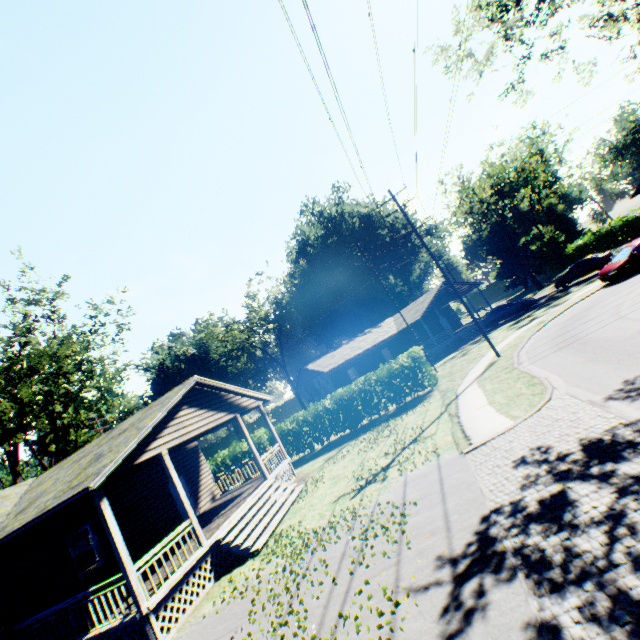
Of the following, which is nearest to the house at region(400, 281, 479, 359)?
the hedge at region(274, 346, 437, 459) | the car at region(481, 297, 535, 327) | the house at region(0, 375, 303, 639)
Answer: the car at region(481, 297, 535, 327)

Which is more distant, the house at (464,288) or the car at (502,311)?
the house at (464,288)

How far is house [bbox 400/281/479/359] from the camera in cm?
3325

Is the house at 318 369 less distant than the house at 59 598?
No

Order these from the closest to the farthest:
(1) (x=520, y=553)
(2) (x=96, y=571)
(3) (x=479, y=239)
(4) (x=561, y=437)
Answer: (1) (x=520, y=553) → (4) (x=561, y=437) → (2) (x=96, y=571) → (3) (x=479, y=239)

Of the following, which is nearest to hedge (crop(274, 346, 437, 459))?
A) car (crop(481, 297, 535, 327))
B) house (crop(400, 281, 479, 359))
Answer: house (crop(400, 281, 479, 359))

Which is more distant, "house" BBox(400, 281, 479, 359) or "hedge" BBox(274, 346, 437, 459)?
"house" BBox(400, 281, 479, 359)
